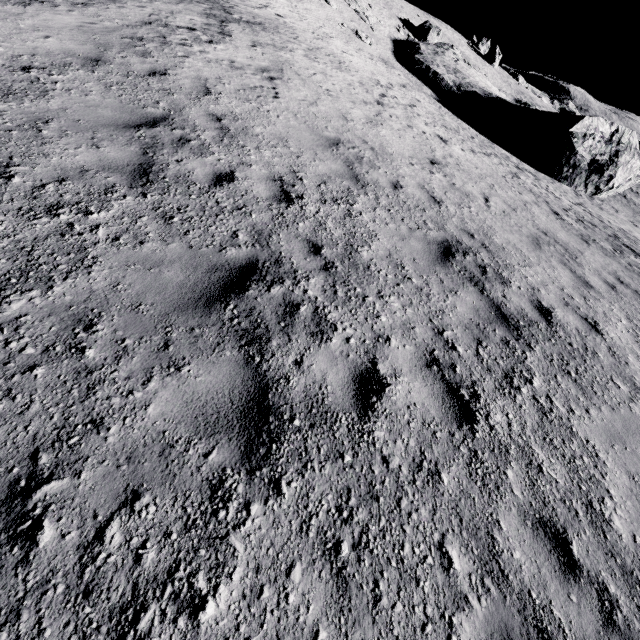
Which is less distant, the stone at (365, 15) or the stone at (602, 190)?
the stone at (602, 190)

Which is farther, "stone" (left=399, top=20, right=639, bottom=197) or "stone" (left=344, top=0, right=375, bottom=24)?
"stone" (left=344, top=0, right=375, bottom=24)

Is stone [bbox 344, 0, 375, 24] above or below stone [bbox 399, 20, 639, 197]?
above

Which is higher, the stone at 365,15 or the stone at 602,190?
the stone at 365,15

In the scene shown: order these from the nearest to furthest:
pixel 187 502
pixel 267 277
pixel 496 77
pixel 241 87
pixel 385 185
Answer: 1. pixel 187 502
2. pixel 267 277
3. pixel 385 185
4. pixel 241 87
5. pixel 496 77
